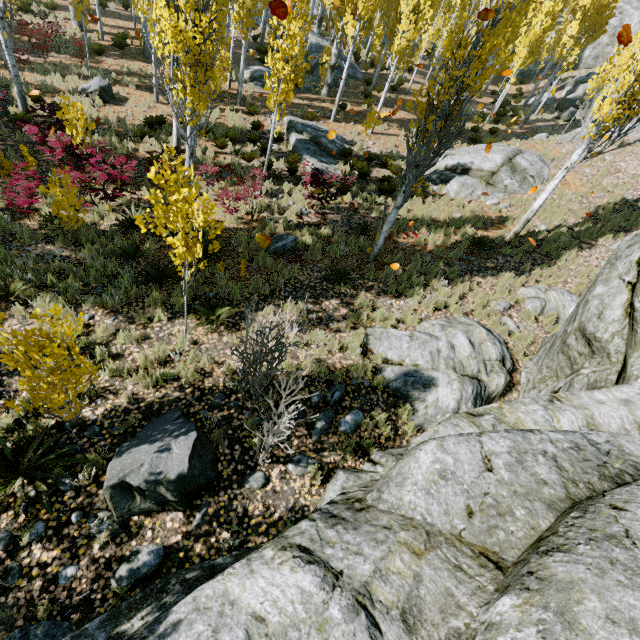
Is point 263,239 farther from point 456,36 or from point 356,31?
point 356,31

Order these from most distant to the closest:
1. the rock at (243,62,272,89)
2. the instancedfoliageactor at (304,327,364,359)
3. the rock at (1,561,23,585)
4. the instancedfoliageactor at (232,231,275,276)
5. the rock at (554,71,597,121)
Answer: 1. the rock at (554,71,597,121)
2. the rock at (243,62,272,89)
3. the instancedfoliageactor at (232,231,275,276)
4. the instancedfoliageactor at (304,327,364,359)
5. the rock at (1,561,23,585)

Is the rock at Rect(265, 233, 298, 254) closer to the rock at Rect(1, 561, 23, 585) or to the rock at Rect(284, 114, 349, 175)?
A: the rock at Rect(1, 561, 23, 585)

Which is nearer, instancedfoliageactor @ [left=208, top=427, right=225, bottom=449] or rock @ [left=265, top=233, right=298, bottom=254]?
instancedfoliageactor @ [left=208, top=427, right=225, bottom=449]

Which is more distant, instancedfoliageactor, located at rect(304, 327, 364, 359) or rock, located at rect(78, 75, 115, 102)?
rock, located at rect(78, 75, 115, 102)

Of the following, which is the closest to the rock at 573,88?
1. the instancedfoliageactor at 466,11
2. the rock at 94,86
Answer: the instancedfoliageactor at 466,11

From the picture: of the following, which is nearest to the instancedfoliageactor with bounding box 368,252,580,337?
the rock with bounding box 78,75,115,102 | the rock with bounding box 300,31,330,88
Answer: the rock with bounding box 300,31,330,88

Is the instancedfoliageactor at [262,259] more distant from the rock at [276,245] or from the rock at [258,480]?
the rock at [276,245]
